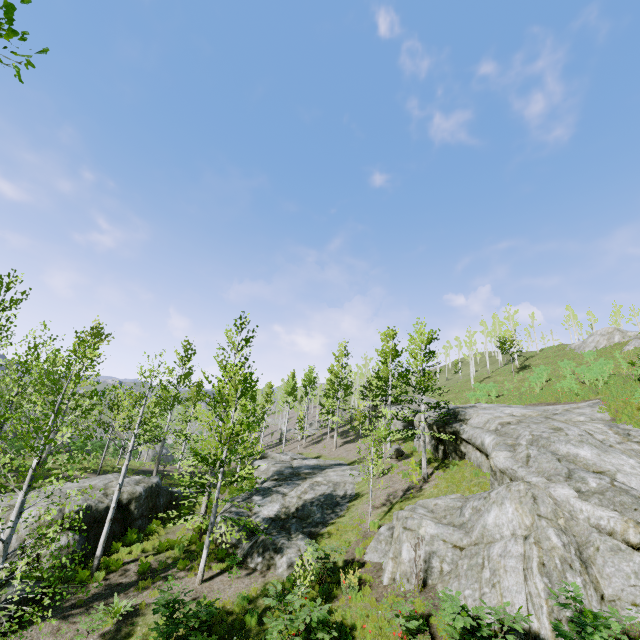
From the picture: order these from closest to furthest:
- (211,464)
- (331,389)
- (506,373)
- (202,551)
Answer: (211,464) < (202,551) < (331,389) < (506,373)

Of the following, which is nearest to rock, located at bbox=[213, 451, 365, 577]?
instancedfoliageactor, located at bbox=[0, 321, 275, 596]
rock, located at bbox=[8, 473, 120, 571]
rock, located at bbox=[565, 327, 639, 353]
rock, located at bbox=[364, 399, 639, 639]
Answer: instancedfoliageactor, located at bbox=[0, 321, 275, 596]

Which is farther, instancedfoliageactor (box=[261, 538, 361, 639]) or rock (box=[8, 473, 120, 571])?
rock (box=[8, 473, 120, 571])

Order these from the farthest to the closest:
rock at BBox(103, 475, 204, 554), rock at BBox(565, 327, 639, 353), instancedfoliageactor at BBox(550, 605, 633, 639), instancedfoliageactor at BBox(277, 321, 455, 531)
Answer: rock at BBox(565, 327, 639, 353)
instancedfoliageactor at BBox(277, 321, 455, 531)
rock at BBox(103, 475, 204, 554)
instancedfoliageactor at BBox(550, 605, 633, 639)

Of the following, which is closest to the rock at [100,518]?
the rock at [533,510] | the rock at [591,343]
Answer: the rock at [533,510]

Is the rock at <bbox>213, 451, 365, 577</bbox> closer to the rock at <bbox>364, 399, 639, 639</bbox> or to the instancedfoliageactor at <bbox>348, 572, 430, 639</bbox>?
the instancedfoliageactor at <bbox>348, 572, 430, 639</bbox>

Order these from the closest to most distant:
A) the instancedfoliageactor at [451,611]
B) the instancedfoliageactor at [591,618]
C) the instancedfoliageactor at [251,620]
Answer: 1. the instancedfoliageactor at [591,618]
2. the instancedfoliageactor at [451,611]
3. the instancedfoliageactor at [251,620]

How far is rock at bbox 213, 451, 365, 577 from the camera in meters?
13.7
